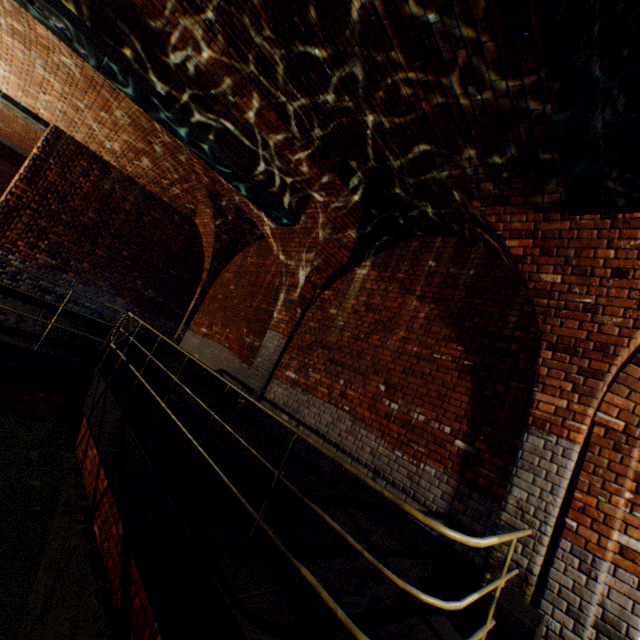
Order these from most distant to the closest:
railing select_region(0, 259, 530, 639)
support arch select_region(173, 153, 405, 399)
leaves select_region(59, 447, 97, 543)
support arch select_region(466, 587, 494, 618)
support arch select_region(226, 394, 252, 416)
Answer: support arch select_region(226, 394, 252, 416), support arch select_region(173, 153, 405, 399), leaves select_region(59, 447, 97, 543), support arch select_region(466, 587, 494, 618), railing select_region(0, 259, 530, 639)

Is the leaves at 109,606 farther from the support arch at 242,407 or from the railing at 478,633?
the support arch at 242,407

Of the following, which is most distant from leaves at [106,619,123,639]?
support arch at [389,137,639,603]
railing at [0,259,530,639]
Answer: support arch at [389,137,639,603]

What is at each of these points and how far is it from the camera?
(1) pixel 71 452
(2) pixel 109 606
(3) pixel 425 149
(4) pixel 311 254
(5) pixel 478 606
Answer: (1) leaves, 5.61m
(2) leaves, 3.28m
(3) support arch, 3.76m
(4) support arch, 6.37m
(5) support arch, 3.04m

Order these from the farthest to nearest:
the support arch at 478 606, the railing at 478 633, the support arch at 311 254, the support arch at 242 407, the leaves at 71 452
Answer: the support arch at 242 407 < the support arch at 311 254 < the leaves at 71 452 < the support arch at 478 606 < the railing at 478 633

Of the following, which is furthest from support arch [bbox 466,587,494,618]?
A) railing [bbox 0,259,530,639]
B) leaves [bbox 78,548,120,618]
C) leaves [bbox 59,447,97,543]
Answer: leaves [bbox 59,447,97,543]

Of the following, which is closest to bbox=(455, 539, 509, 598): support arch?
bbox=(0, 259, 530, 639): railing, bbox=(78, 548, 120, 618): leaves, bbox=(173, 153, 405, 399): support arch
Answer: bbox=(0, 259, 530, 639): railing

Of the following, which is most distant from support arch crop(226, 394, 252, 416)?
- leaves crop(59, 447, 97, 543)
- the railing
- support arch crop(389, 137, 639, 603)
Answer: leaves crop(59, 447, 97, 543)
